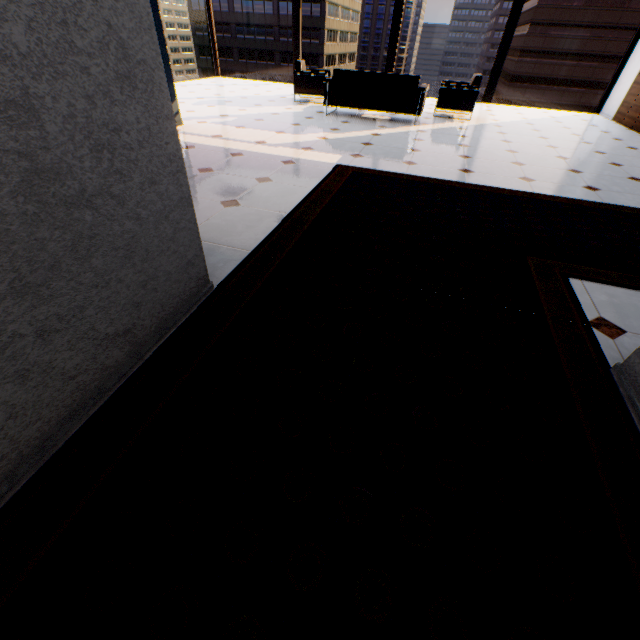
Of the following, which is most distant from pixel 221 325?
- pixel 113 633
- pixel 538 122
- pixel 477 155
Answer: pixel 538 122

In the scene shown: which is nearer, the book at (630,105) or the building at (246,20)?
the book at (630,105)

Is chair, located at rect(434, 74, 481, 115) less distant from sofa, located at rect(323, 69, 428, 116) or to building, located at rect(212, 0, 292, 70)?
sofa, located at rect(323, 69, 428, 116)

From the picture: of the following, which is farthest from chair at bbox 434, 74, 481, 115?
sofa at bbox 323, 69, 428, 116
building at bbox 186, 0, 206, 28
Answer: building at bbox 186, 0, 206, 28

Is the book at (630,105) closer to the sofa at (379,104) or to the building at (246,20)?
the sofa at (379,104)

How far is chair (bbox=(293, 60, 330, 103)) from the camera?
7.49m

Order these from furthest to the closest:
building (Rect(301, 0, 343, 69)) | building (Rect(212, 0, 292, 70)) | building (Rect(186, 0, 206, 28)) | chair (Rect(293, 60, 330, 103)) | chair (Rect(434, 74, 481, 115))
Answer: building (Rect(186, 0, 206, 28))
building (Rect(212, 0, 292, 70))
building (Rect(301, 0, 343, 69))
chair (Rect(293, 60, 330, 103))
chair (Rect(434, 74, 481, 115))

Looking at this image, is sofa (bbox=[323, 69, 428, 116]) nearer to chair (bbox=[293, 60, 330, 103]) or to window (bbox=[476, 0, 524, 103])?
chair (bbox=[293, 60, 330, 103])
